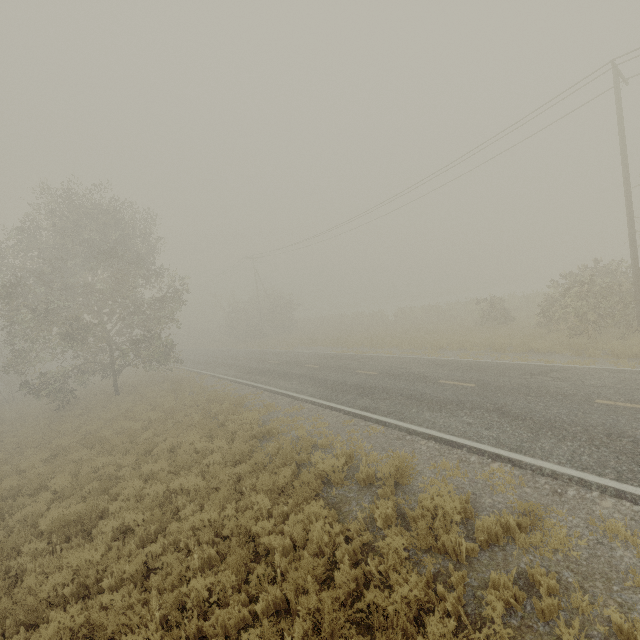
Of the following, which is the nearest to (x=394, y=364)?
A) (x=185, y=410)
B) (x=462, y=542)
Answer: (x=185, y=410)
